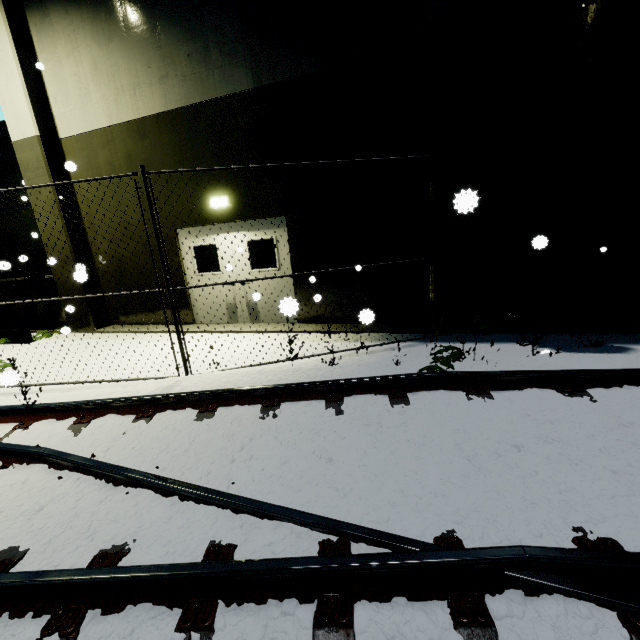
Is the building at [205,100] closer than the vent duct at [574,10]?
No

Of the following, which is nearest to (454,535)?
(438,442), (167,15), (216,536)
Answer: (438,442)

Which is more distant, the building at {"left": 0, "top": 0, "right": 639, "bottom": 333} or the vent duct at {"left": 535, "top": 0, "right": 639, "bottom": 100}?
the building at {"left": 0, "top": 0, "right": 639, "bottom": 333}
